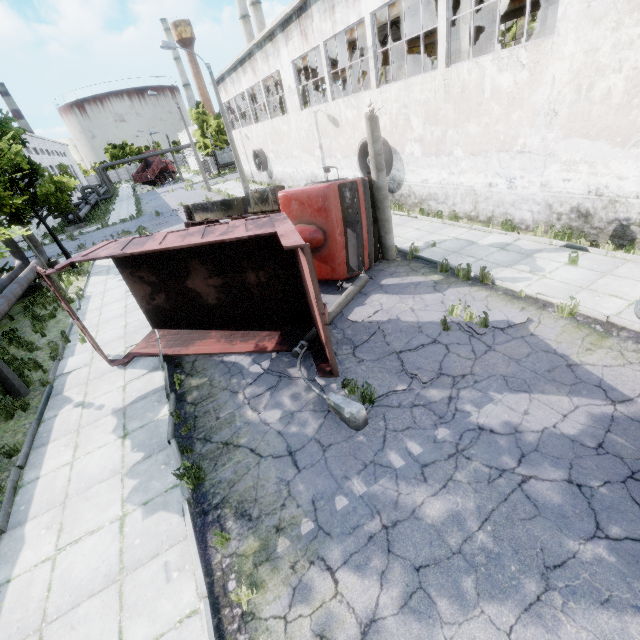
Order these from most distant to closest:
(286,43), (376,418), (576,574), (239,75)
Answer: (239,75)
(286,43)
(376,418)
(576,574)

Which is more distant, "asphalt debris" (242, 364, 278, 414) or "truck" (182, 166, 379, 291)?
"truck" (182, 166, 379, 291)

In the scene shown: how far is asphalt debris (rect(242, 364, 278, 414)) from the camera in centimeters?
688cm

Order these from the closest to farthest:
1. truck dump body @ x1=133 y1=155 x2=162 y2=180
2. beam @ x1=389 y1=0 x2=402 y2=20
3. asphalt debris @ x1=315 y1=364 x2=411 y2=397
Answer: asphalt debris @ x1=315 y1=364 x2=411 y2=397, beam @ x1=389 y1=0 x2=402 y2=20, truck dump body @ x1=133 y1=155 x2=162 y2=180

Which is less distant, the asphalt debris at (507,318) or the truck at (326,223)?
the asphalt debris at (507,318)

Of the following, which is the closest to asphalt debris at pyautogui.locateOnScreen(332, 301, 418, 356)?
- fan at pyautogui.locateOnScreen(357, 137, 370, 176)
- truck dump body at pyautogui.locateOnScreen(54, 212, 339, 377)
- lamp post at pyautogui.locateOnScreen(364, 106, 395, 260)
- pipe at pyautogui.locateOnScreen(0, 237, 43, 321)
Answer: truck dump body at pyautogui.locateOnScreen(54, 212, 339, 377)

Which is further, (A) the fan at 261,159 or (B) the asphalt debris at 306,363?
(A) the fan at 261,159

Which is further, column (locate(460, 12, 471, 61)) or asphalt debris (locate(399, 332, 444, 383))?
column (locate(460, 12, 471, 61))
